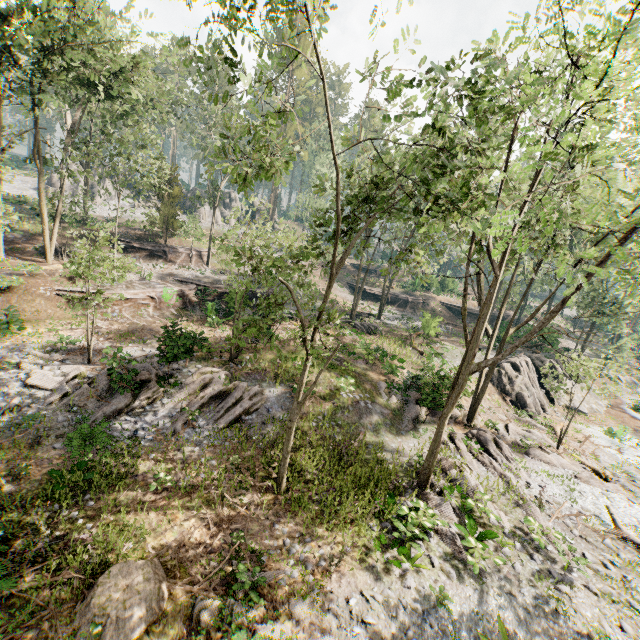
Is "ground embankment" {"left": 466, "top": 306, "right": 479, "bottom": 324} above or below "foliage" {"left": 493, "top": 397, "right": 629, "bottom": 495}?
above

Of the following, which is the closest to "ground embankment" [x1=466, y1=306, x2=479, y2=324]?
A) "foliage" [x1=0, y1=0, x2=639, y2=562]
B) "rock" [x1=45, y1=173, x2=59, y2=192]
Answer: "foliage" [x1=0, y1=0, x2=639, y2=562]

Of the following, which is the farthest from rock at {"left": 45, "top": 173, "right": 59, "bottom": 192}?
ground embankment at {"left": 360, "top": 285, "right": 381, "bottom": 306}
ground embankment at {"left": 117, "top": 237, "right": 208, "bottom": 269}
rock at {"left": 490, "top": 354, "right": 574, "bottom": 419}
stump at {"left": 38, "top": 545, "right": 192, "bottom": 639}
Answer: stump at {"left": 38, "top": 545, "right": 192, "bottom": 639}

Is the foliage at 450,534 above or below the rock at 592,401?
above

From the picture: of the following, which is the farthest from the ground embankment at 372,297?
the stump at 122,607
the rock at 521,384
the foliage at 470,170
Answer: the stump at 122,607

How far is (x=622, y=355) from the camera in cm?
3353

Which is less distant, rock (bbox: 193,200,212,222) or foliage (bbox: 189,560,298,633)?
foliage (bbox: 189,560,298,633)

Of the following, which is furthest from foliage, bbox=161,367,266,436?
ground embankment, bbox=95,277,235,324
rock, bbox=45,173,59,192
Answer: ground embankment, bbox=95,277,235,324
